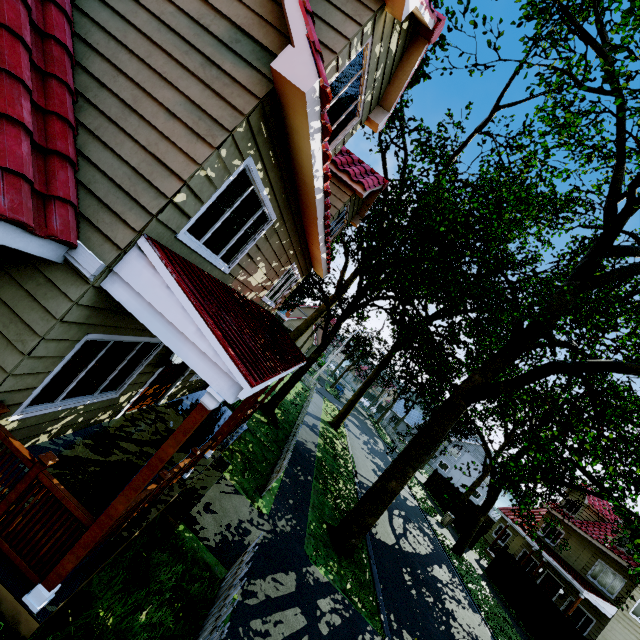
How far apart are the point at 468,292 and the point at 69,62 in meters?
29.5 m

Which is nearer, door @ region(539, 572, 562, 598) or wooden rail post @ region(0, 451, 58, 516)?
wooden rail post @ region(0, 451, 58, 516)

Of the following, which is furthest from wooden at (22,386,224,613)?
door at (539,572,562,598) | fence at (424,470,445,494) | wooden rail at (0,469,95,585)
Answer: door at (539,572,562,598)

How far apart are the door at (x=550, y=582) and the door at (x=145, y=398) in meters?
29.1

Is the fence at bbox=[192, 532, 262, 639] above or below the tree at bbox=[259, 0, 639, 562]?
below

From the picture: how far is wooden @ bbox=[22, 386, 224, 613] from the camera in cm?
323

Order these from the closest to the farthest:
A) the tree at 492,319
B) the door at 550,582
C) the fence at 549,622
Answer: the tree at 492,319, the fence at 549,622, the door at 550,582

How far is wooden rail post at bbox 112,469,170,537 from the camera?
4.4m
